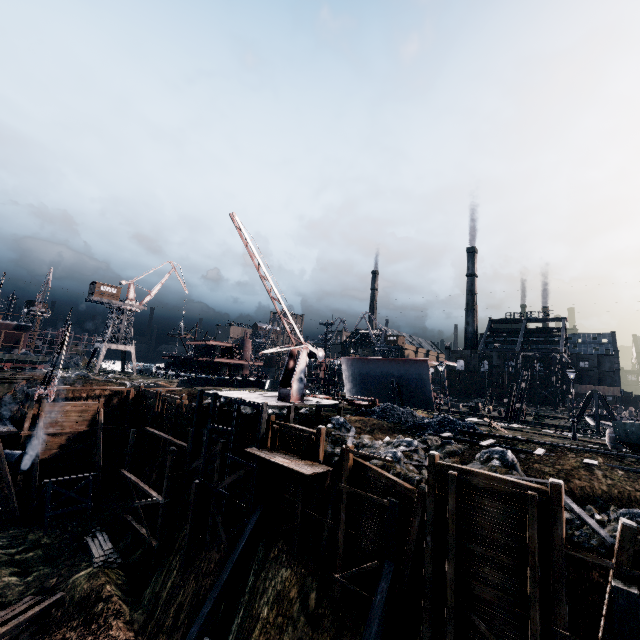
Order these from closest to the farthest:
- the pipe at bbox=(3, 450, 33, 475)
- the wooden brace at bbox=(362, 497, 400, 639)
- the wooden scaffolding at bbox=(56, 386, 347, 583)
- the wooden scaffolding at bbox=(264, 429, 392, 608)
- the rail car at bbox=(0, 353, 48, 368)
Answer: the wooden brace at bbox=(362, 497, 400, 639) → the wooden scaffolding at bbox=(264, 429, 392, 608) → the wooden scaffolding at bbox=(56, 386, 347, 583) → the pipe at bbox=(3, 450, 33, 475) → the rail car at bbox=(0, 353, 48, 368)

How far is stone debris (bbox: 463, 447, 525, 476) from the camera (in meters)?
15.99

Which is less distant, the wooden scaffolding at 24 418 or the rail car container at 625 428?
the rail car container at 625 428

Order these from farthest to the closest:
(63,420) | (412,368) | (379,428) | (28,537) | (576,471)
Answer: (412,368) → (63,420) → (379,428) → (28,537) → (576,471)

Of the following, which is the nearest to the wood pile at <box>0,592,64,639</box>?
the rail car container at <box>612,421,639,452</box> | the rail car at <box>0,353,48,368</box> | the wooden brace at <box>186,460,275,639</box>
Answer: the wooden brace at <box>186,460,275,639</box>

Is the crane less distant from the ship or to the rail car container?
the rail car container

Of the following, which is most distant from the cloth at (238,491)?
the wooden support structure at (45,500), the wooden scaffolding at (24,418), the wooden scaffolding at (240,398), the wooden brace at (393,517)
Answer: the wooden scaffolding at (24,418)

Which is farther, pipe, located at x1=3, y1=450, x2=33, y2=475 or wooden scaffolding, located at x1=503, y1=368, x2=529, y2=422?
wooden scaffolding, located at x1=503, y1=368, x2=529, y2=422
